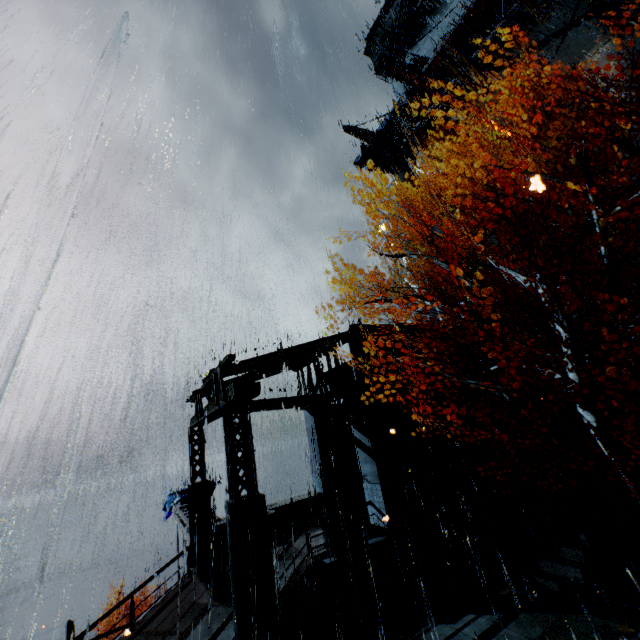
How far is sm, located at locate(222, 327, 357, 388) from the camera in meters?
12.3

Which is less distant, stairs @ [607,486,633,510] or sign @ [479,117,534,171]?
stairs @ [607,486,633,510]

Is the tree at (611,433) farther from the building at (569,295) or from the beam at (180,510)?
the beam at (180,510)

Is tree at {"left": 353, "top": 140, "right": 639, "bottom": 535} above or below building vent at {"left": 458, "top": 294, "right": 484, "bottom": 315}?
below

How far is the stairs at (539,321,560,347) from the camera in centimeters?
2056cm

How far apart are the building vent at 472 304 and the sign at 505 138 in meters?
12.8 m

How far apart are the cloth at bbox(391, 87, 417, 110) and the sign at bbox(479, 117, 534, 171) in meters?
9.8

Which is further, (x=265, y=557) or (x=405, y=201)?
(x=405, y=201)
